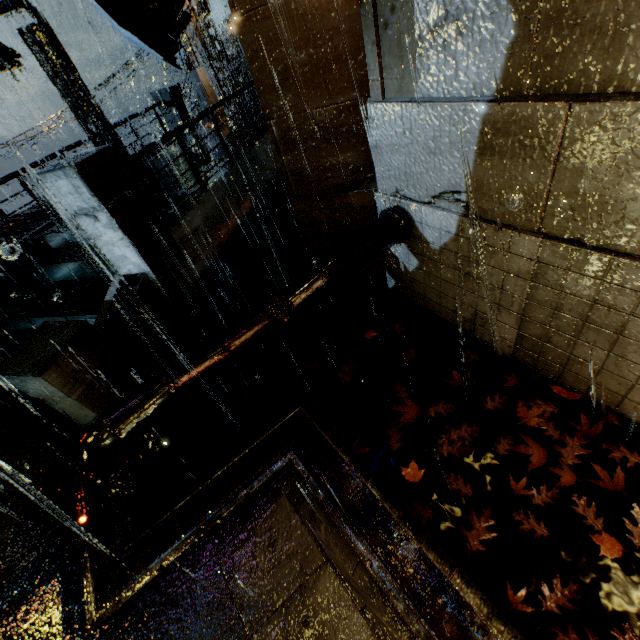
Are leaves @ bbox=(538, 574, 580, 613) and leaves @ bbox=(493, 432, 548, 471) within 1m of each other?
yes

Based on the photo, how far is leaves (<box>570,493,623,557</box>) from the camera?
2.8 meters

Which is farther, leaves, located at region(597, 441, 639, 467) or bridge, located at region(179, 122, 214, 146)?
bridge, located at region(179, 122, 214, 146)

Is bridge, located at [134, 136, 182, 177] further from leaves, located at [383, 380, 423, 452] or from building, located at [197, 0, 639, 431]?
leaves, located at [383, 380, 423, 452]

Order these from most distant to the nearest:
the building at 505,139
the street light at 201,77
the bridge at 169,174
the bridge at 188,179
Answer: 1. the street light at 201,77
2. the bridge at 169,174
3. the bridge at 188,179
4. the building at 505,139

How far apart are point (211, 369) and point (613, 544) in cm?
406

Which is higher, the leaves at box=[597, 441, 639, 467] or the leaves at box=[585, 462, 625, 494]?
the leaves at box=[597, 441, 639, 467]

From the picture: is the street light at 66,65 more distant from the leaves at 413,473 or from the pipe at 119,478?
the leaves at 413,473
